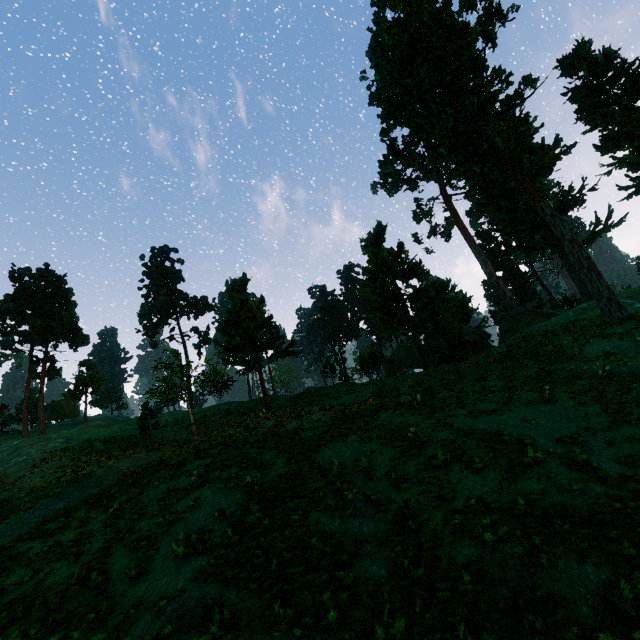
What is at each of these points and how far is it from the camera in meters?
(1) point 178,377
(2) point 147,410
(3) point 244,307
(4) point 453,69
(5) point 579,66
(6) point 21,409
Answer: (1) treerock, 28.5
(2) treerock, 27.4
(3) treerock, 30.7
(4) treerock, 36.3
(5) treerock, 50.6
(6) treerock, 57.5

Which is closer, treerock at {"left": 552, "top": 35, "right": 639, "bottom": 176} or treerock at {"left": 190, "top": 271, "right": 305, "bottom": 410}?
treerock at {"left": 190, "top": 271, "right": 305, "bottom": 410}

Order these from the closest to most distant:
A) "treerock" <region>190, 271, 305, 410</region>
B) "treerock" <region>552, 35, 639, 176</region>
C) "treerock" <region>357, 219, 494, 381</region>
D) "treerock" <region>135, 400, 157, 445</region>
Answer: "treerock" <region>357, 219, 494, 381</region>
"treerock" <region>135, 400, 157, 445</region>
"treerock" <region>190, 271, 305, 410</region>
"treerock" <region>552, 35, 639, 176</region>

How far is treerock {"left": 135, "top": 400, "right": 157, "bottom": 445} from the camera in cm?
2628

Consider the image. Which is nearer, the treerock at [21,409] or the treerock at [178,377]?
the treerock at [178,377]

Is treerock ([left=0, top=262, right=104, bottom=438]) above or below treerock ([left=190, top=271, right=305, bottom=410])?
above
